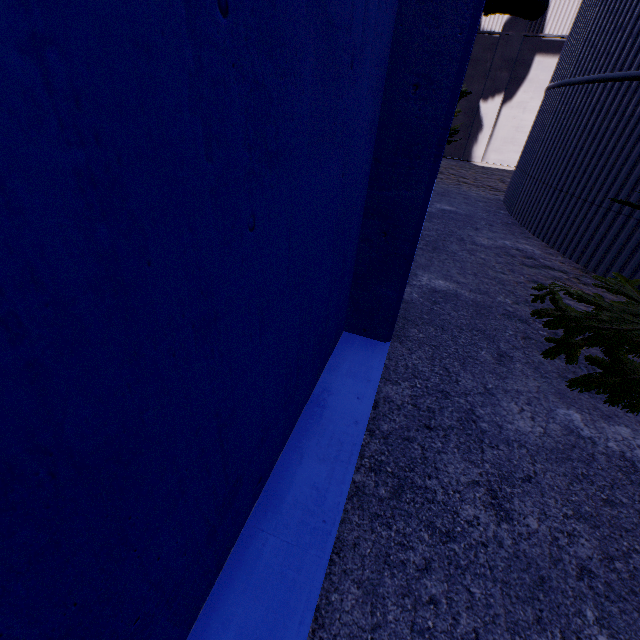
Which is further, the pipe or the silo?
the pipe

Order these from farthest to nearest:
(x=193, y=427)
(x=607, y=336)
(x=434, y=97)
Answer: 1. (x=607, y=336)
2. (x=434, y=97)
3. (x=193, y=427)

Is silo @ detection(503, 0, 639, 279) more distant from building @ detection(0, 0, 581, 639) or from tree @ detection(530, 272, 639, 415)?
building @ detection(0, 0, 581, 639)

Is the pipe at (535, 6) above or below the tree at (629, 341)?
above

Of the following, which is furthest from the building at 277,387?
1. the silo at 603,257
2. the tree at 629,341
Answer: the silo at 603,257

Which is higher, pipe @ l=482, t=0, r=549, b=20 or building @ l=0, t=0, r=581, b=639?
pipe @ l=482, t=0, r=549, b=20

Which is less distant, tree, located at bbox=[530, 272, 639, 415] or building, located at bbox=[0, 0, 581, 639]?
building, located at bbox=[0, 0, 581, 639]

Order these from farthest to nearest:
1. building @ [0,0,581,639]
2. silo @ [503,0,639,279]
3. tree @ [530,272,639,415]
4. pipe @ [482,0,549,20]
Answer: pipe @ [482,0,549,20] → silo @ [503,0,639,279] → tree @ [530,272,639,415] → building @ [0,0,581,639]
